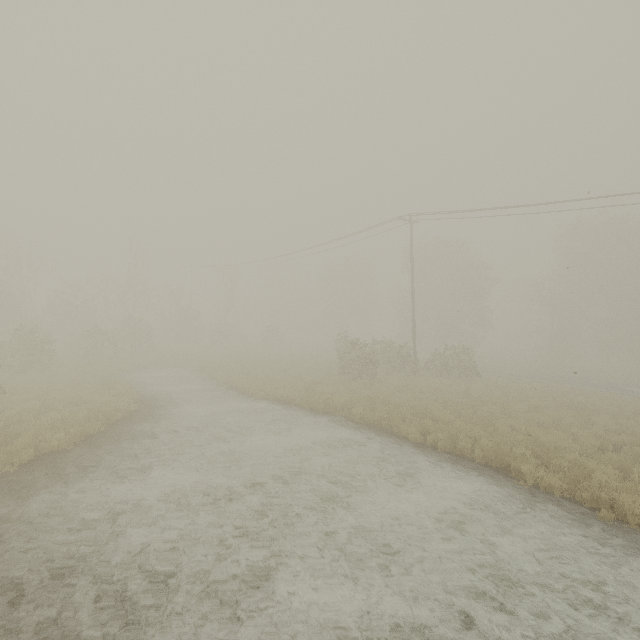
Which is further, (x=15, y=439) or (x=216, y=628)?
(x=15, y=439)

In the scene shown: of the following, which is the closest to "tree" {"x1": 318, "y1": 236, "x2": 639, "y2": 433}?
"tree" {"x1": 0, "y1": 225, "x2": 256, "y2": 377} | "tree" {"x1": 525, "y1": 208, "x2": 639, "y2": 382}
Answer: "tree" {"x1": 525, "y1": 208, "x2": 639, "y2": 382}

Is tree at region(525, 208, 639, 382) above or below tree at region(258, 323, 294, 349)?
above

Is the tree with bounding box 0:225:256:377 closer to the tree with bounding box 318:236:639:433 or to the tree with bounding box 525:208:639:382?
the tree with bounding box 318:236:639:433

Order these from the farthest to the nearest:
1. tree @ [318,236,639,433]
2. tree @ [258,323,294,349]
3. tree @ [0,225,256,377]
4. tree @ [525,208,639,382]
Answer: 1. tree @ [258,323,294,349]
2. tree @ [525,208,639,382]
3. tree @ [0,225,256,377]
4. tree @ [318,236,639,433]

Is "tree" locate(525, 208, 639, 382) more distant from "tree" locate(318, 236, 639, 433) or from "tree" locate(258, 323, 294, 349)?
"tree" locate(258, 323, 294, 349)

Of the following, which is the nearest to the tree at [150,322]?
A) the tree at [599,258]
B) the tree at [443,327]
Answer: the tree at [443,327]

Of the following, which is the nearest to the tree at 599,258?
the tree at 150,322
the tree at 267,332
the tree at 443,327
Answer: the tree at 443,327
